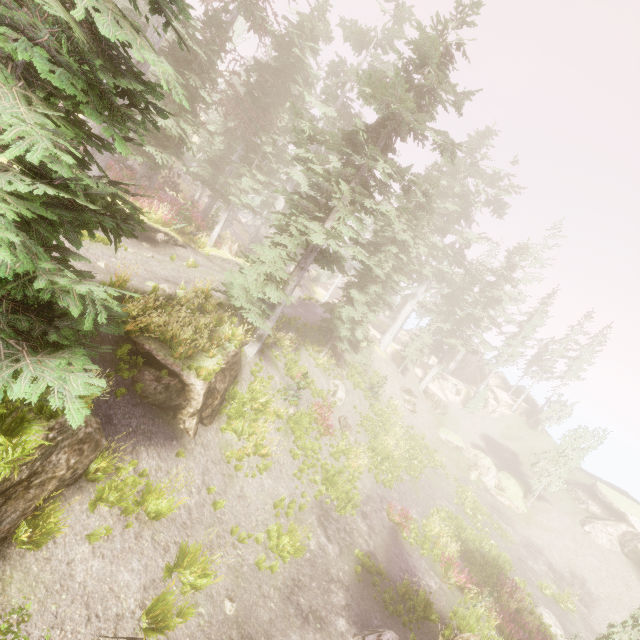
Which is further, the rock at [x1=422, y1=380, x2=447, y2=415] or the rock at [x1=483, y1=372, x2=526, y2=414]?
the rock at [x1=483, y1=372, x2=526, y2=414]

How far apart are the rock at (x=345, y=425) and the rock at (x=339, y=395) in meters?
0.8 m

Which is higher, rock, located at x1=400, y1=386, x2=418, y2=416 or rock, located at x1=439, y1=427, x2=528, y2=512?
rock, located at x1=400, y1=386, x2=418, y2=416

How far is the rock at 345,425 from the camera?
21.70m

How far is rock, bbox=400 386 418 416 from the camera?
34.34m

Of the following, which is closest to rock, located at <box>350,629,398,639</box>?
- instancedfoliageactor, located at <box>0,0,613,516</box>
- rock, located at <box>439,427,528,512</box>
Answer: instancedfoliageactor, located at <box>0,0,613,516</box>

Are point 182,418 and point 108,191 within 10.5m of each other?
yes

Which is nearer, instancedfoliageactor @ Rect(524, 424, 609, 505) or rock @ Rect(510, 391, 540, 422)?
instancedfoliageactor @ Rect(524, 424, 609, 505)
